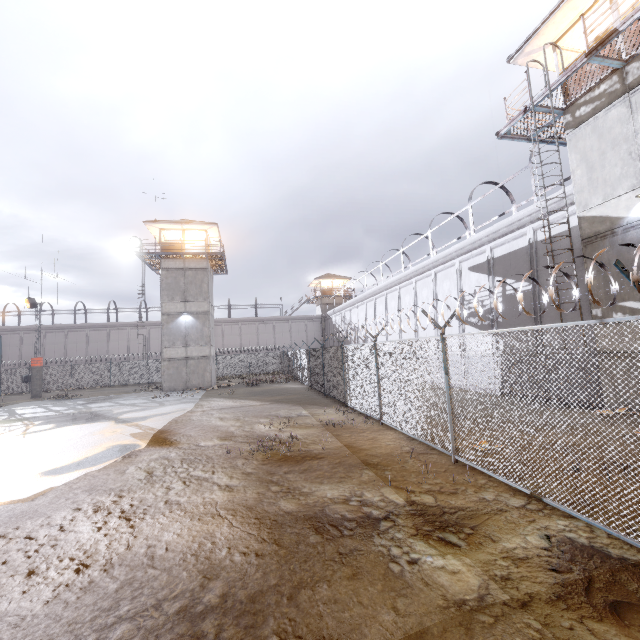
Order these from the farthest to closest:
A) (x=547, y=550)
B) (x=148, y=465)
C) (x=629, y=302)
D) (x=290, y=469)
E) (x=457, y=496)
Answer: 1. (x=629, y=302)
2. (x=148, y=465)
3. (x=290, y=469)
4. (x=457, y=496)
5. (x=547, y=550)

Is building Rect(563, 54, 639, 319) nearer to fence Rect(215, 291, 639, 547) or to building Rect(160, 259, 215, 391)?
fence Rect(215, 291, 639, 547)

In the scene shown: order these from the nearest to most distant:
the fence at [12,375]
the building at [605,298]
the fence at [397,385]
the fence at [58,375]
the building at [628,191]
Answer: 1. the fence at [397,385]
2. the building at [628,191]
3. the building at [605,298]
4. the fence at [12,375]
5. the fence at [58,375]

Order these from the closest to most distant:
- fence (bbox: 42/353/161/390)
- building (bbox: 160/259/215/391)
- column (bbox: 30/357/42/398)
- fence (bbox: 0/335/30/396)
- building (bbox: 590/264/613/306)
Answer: building (bbox: 590/264/613/306) → fence (bbox: 0/335/30/396) → building (bbox: 160/259/215/391) → column (bbox: 30/357/42/398) → fence (bbox: 42/353/161/390)

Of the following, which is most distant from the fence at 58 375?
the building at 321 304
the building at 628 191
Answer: the building at 321 304

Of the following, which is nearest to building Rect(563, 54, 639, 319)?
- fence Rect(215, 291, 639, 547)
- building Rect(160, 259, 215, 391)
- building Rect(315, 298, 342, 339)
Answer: fence Rect(215, 291, 639, 547)

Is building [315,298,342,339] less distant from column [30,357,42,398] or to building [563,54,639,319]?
column [30,357,42,398]

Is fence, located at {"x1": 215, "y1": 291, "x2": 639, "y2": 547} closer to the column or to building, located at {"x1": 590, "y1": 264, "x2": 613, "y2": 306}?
the column
